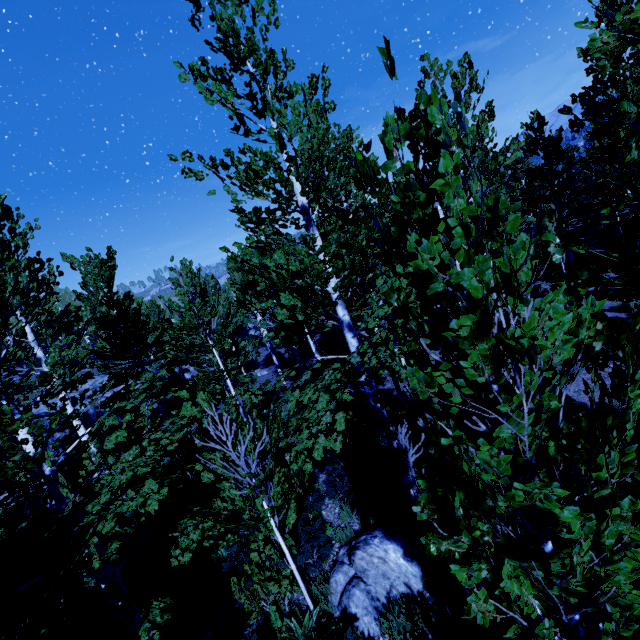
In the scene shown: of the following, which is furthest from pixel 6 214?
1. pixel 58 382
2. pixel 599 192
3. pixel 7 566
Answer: pixel 599 192

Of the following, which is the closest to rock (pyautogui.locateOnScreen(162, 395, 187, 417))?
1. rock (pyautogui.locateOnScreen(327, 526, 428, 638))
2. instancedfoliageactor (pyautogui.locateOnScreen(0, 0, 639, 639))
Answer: instancedfoliageactor (pyautogui.locateOnScreen(0, 0, 639, 639))

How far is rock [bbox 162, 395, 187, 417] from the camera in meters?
17.1 m

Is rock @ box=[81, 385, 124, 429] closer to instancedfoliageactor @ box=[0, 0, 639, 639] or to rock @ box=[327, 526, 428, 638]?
instancedfoliageactor @ box=[0, 0, 639, 639]

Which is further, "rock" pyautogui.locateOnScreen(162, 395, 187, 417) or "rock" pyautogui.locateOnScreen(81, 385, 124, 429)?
"rock" pyautogui.locateOnScreen(162, 395, 187, 417)

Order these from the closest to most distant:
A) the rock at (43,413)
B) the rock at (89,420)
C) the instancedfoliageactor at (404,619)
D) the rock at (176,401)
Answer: the instancedfoliageactor at (404,619), the rock at (43,413), the rock at (89,420), the rock at (176,401)

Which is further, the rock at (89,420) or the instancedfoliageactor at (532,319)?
the rock at (89,420)
